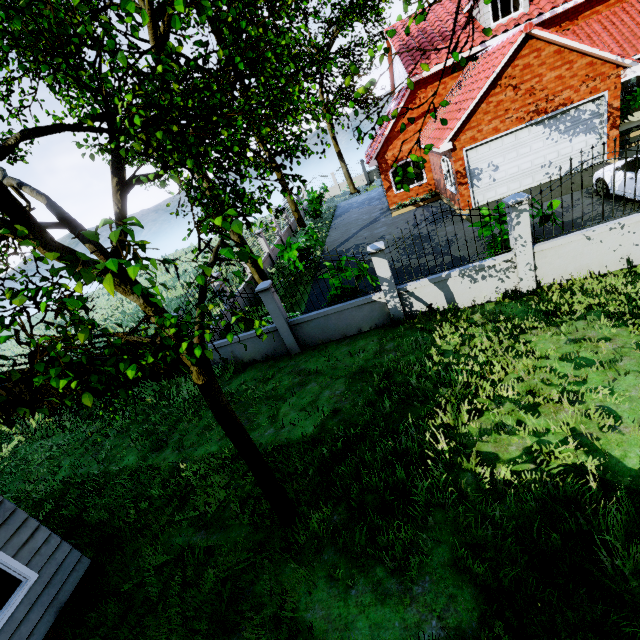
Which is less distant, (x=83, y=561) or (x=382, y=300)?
(x=83, y=561)

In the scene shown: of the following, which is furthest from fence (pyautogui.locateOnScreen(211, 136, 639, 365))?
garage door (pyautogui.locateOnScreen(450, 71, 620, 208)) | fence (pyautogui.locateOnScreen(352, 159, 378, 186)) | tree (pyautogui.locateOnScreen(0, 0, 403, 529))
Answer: fence (pyautogui.locateOnScreen(352, 159, 378, 186))

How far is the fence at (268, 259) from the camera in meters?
18.2 m

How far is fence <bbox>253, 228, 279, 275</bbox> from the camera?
18.17m

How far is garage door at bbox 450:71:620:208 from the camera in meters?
12.2

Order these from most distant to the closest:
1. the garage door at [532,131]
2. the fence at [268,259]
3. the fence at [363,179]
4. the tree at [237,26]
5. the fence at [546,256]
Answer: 1. the fence at [363,179]
2. the fence at [268,259]
3. the garage door at [532,131]
4. the fence at [546,256]
5. the tree at [237,26]

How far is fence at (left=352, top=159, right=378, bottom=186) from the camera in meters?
34.0

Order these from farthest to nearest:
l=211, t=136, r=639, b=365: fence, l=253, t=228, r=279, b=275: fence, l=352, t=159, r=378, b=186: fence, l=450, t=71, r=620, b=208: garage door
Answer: l=352, t=159, r=378, b=186: fence → l=253, t=228, r=279, b=275: fence → l=450, t=71, r=620, b=208: garage door → l=211, t=136, r=639, b=365: fence
